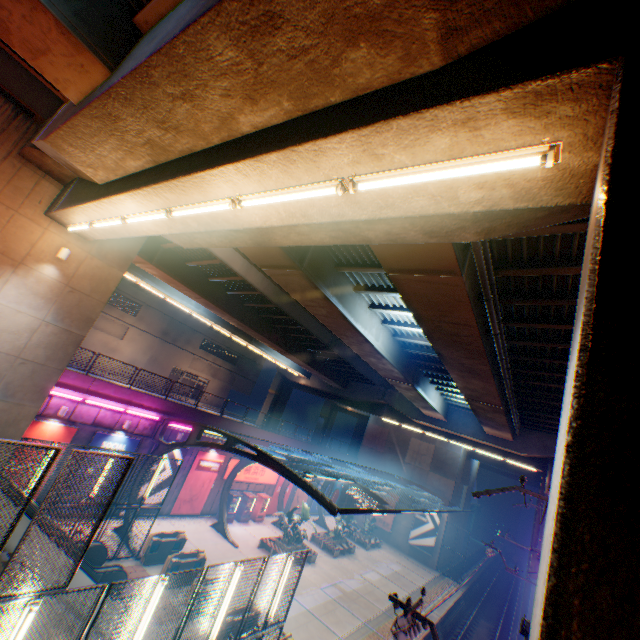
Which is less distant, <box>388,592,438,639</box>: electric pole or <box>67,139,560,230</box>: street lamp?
<box>67,139,560,230</box>: street lamp

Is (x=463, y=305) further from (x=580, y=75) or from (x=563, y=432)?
(x=563, y=432)

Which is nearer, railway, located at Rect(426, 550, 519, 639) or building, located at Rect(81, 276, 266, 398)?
railway, located at Rect(426, 550, 519, 639)

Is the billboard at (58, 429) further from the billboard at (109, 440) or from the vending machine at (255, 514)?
the vending machine at (255, 514)

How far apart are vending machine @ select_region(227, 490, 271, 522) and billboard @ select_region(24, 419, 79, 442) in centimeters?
1416cm

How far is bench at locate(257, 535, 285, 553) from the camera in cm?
2195

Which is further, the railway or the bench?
the railway

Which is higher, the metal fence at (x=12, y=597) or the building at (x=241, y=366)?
the building at (x=241, y=366)
